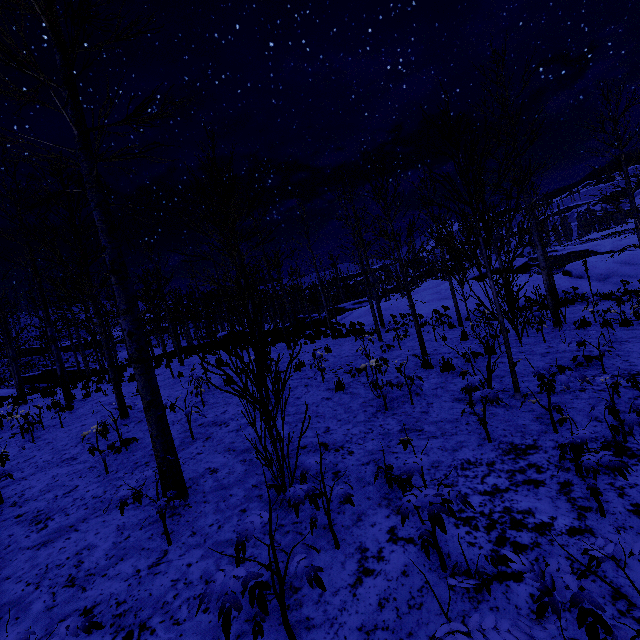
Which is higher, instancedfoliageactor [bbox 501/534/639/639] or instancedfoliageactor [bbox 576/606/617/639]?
instancedfoliageactor [bbox 501/534/639/639]

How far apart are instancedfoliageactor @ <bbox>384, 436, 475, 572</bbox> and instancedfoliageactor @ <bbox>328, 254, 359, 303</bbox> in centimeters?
5033cm

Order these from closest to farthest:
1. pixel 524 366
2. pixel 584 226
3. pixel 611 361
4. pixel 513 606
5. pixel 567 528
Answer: pixel 513 606 < pixel 567 528 < pixel 611 361 < pixel 524 366 < pixel 584 226

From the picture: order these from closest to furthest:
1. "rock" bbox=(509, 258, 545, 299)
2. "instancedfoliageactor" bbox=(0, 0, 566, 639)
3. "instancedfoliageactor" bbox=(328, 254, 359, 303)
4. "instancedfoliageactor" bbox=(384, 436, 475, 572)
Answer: "instancedfoliageactor" bbox=(384, 436, 475, 572) → "instancedfoliageactor" bbox=(0, 0, 566, 639) → "rock" bbox=(509, 258, 545, 299) → "instancedfoliageactor" bbox=(328, 254, 359, 303)

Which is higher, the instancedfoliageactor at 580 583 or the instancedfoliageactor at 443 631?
the instancedfoliageactor at 443 631

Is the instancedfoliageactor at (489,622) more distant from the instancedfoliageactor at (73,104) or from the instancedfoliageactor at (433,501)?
the instancedfoliageactor at (73,104)

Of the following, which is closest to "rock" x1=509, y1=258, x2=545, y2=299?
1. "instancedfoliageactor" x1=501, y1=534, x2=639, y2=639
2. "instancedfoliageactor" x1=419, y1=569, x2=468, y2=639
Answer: "instancedfoliageactor" x1=501, y1=534, x2=639, y2=639

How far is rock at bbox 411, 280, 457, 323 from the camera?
20.30m
